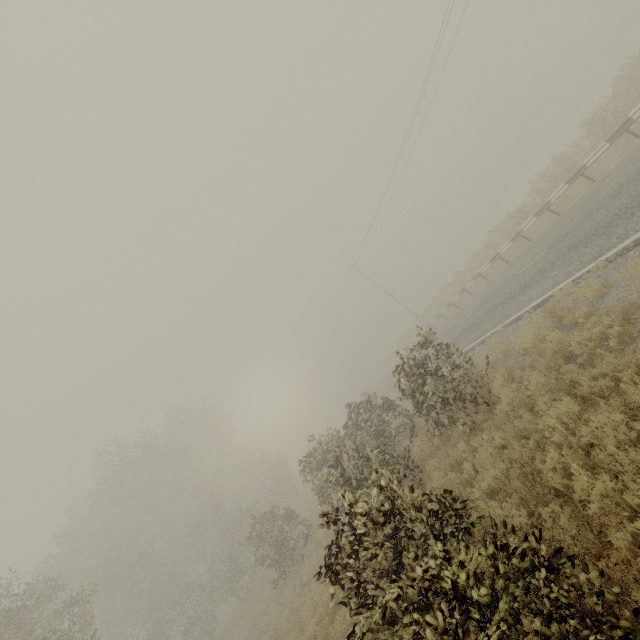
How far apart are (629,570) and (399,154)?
26.08m
